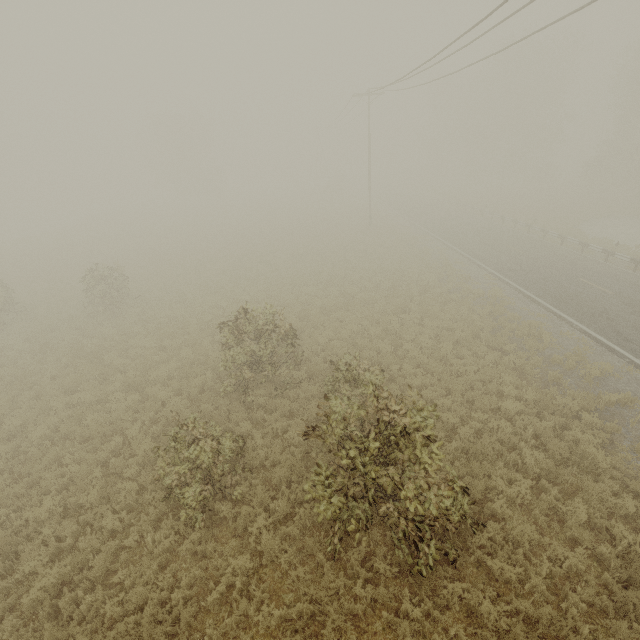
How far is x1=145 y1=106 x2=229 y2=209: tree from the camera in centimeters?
4947cm

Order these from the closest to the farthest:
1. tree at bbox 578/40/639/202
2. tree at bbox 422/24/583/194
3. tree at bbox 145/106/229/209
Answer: tree at bbox 578/40/639/202 → tree at bbox 422/24/583/194 → tree at bbox 145/106/229/209

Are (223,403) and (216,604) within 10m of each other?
yes

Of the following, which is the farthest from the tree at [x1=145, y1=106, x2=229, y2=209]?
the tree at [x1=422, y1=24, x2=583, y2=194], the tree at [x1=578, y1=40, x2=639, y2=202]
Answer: the tree at [x1=578, y1=40, x2=639, y2=202]

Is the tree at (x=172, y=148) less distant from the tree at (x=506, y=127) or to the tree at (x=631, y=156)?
the tree at (x=506, y=127)
